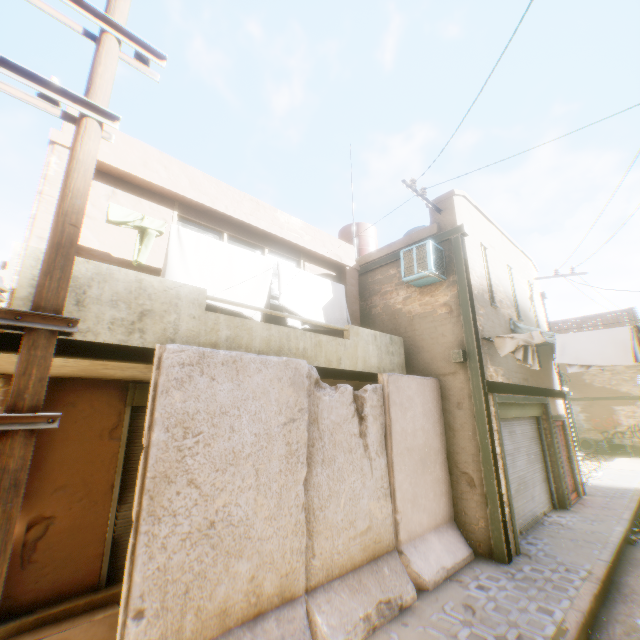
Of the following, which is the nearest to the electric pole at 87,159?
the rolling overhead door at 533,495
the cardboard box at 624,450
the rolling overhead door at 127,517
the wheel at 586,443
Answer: the rolling overhead door at 127,517

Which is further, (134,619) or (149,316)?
(149,316)

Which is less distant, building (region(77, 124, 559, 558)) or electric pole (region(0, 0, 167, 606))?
electric pole (region(0, 0, 167, 606))

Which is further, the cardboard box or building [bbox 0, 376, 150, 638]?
the cardboard box

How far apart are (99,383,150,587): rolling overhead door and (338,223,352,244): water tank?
3.5m

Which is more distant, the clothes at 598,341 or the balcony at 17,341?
the clothes at 598,341

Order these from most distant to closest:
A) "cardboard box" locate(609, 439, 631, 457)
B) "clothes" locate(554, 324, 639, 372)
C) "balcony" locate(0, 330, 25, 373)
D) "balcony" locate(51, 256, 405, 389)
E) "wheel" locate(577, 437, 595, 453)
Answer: "wheel" locate(577, 437, 595, 453) < "cardboard box" locate(609, 439, 631, 457) < "clothes" locate(554, 324, 639, 372) < "balcony" locate(51, 256, 405, 389) < "balcony" locate(0, 330, 25, 373)

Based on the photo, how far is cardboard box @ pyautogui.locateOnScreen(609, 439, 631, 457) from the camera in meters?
18.0 m
